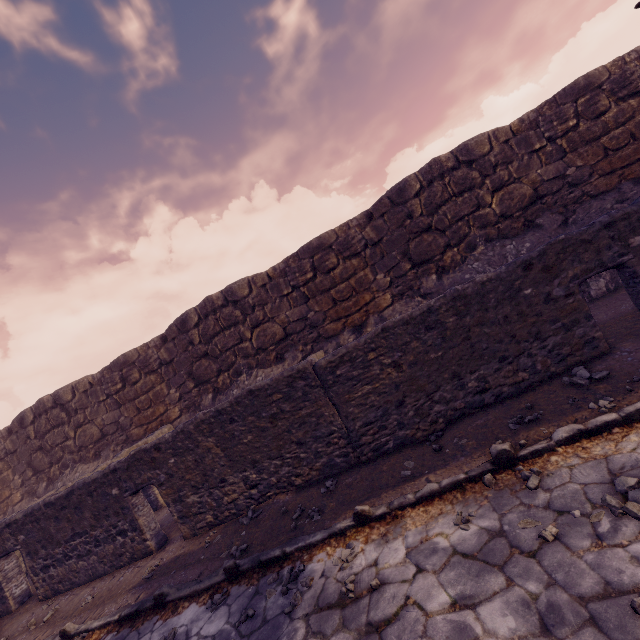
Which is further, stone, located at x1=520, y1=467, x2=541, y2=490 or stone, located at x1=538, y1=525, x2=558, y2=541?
stone, located at x1=520, y1=467, x2=541, y2=490

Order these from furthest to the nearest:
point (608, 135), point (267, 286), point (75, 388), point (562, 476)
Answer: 1. point (75, 388)
2. point (267, 286)
3. point (608, 135)
4. point (562, 476)

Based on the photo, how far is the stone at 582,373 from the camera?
4.1m

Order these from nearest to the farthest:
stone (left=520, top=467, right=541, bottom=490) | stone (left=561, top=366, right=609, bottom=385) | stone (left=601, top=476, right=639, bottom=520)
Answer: stone (left=601, top=476, right=639, bottom=520)
stone (left=520, top=467, right=541, bottom=490)
stone (left=561, top=366, right=609, bottom=385)

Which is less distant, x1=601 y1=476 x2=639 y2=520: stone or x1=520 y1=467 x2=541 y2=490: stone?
x1=601 y1=476 x2=639 y2=520: stone

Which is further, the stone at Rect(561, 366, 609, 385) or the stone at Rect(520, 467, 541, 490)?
the stone at Rect(561, 366, 609, 385)

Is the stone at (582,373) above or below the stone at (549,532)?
above

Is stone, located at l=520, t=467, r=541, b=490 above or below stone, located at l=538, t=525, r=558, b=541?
above
